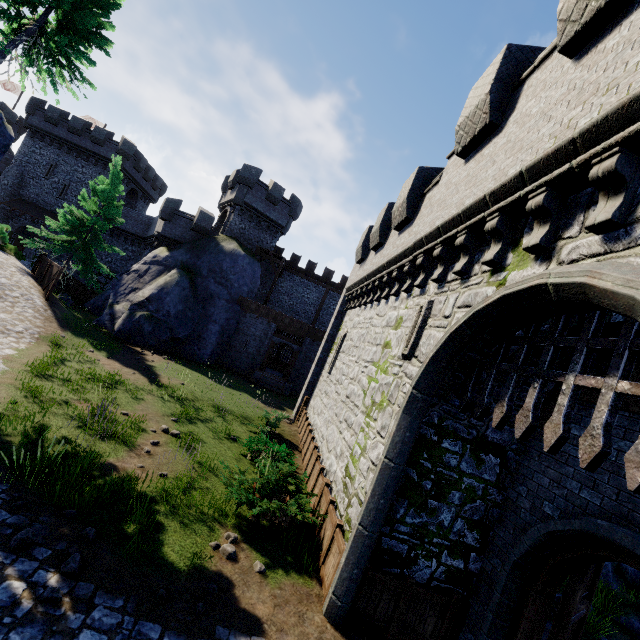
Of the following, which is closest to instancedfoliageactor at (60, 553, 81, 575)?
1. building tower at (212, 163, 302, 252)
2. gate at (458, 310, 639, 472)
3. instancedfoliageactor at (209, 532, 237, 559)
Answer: instancedfoliageactor at (209, 532, 237, 559)

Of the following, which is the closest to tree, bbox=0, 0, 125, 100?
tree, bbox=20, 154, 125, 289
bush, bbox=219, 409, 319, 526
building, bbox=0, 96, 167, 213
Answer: tree, bbox=20, 154, 125, 289

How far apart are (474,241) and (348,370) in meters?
7.5 m

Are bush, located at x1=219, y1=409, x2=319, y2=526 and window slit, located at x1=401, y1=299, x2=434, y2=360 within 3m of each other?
no

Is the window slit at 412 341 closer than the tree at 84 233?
Yes

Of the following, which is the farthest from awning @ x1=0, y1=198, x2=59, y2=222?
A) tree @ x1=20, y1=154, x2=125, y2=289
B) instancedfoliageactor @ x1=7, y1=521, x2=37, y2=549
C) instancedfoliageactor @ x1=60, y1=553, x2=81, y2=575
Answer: instancedfoliageactor @ x1=60, y1=553, x2=81, y2=575

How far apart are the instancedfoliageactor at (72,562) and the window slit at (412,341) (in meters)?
6.97

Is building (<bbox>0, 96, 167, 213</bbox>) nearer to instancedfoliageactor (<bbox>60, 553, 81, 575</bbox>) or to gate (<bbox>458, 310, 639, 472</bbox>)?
instancedfoliageactor (<bbox>60, 553, 81, 575</bbox>)
